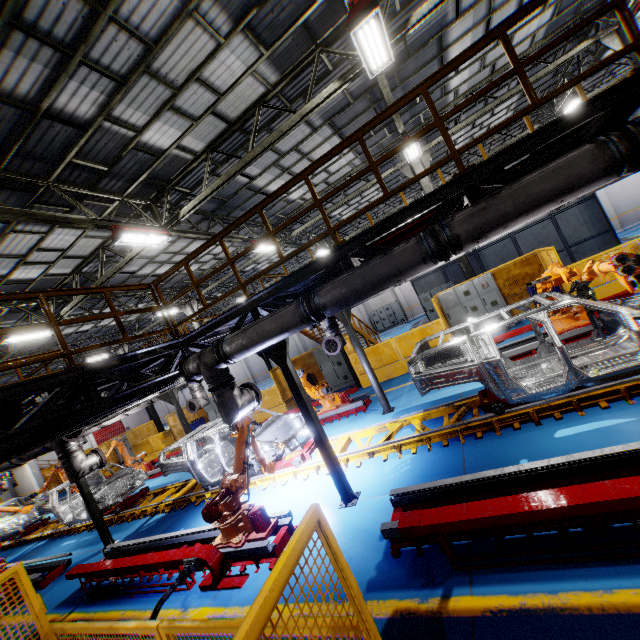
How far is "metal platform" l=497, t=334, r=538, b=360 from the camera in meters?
8.3 m

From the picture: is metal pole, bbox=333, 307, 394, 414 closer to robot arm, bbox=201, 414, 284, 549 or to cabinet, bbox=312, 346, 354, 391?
robot arm, bbox=201, 414, 284, 549

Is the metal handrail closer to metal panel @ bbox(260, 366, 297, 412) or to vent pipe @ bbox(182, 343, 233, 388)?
vent pipe @ bbox(182, 343, 233, 388)

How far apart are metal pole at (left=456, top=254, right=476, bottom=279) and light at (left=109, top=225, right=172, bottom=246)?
10.1m

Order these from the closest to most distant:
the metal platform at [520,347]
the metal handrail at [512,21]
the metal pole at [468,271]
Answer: the metal handrail at [512,21], the metal platform at [520,347], the metal pole at [468,271]

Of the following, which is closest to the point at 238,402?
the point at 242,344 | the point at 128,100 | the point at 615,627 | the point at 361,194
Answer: the point at 242,344

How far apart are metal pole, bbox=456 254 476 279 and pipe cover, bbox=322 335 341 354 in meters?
7.6

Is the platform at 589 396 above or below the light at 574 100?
below
